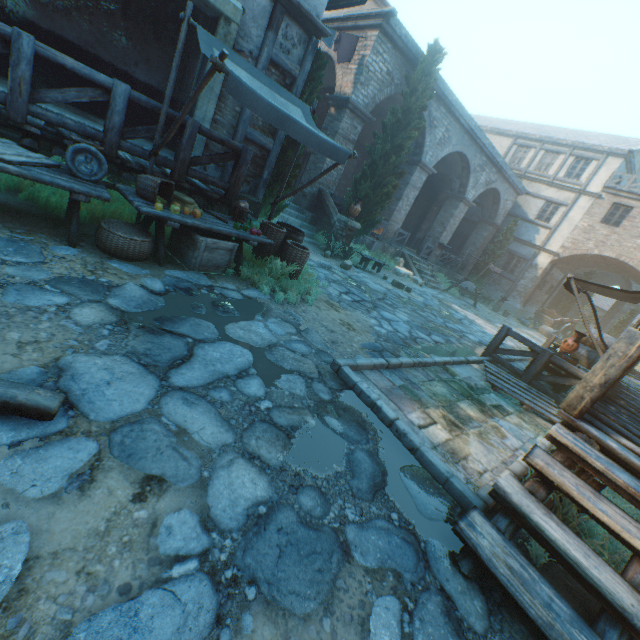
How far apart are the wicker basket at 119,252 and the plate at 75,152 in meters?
0.5 m

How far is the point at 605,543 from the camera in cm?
252

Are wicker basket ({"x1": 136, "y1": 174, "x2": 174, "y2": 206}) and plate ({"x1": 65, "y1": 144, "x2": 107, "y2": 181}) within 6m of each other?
yes

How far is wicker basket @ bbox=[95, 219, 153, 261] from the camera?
4.08m

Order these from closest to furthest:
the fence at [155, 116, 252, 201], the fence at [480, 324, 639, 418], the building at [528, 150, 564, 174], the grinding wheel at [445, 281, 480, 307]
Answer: the fence at [480, 324, 639, 418]
the fence at [155, 116, 252, 201]
the grinding wheel at [445, 281, 480, 307]
the building at [528, 150, 564, 174]

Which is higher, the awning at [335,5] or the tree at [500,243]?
the awning at [335,5]

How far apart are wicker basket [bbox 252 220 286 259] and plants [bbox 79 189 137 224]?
2.1m

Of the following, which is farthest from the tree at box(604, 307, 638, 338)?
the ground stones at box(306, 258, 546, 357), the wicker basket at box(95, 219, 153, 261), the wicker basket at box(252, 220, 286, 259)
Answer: the wicker basket at box(95, 219, 153, 261)
